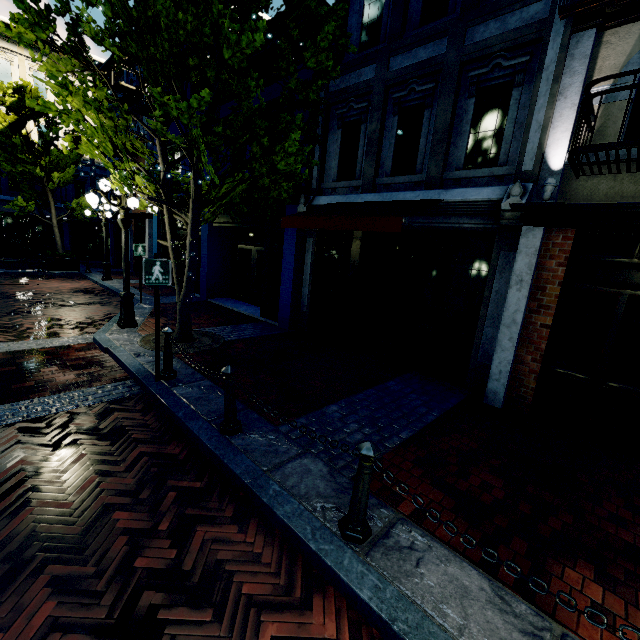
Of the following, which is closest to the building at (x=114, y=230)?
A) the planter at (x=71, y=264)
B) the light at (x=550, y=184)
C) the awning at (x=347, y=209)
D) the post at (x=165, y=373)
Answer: the planter at (x=71, y=264)

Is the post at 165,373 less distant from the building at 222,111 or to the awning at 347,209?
the awning at 347,209

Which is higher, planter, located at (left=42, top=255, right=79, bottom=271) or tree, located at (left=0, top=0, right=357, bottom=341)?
tree, located at (left=0, top=0, right=357, bottom=341)

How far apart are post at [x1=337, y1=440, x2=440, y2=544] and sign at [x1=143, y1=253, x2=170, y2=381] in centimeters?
364cm

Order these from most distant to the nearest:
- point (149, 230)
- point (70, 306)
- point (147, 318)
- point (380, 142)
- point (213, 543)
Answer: point (149, 230) < point (70, 306) < point (147, 318) < point (380, 142) < point (213, 543)

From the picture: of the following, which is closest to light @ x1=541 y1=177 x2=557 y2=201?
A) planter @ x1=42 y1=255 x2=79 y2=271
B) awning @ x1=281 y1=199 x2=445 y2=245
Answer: awning @ x1=281 y1=199 x2=445 y2=245

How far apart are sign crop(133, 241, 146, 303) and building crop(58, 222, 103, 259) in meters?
17.6 m

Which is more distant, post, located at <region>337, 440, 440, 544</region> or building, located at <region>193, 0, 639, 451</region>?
A: building, located at <region>193, 0, 639, 451</region>
